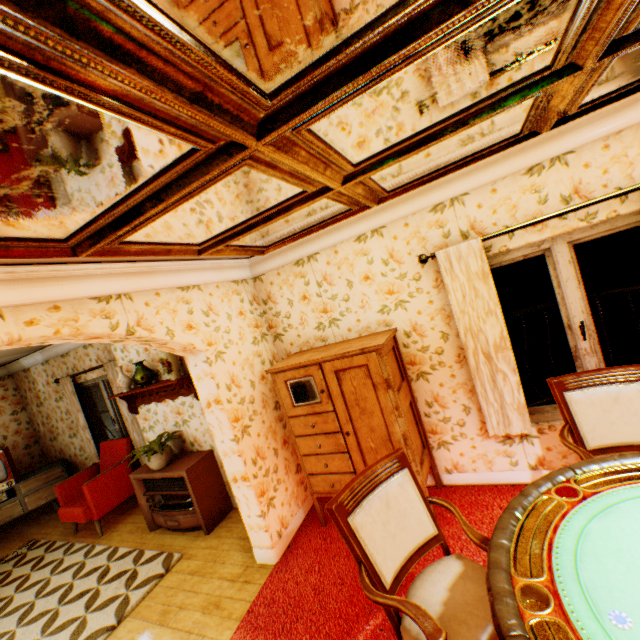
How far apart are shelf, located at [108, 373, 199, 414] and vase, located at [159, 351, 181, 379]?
0.1 meters

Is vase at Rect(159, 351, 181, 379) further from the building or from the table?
the table

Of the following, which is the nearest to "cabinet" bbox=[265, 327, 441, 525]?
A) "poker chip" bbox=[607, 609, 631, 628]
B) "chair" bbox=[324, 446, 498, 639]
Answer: "chair" bbox=[324, 446, 498, 639]

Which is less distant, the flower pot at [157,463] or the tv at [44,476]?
the flower pot at [157,463]

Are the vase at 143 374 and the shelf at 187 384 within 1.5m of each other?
yes

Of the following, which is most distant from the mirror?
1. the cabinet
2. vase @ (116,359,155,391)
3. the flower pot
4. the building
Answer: the flower pot

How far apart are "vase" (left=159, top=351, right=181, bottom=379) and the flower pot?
1.05m

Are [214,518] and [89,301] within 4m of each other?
yes
